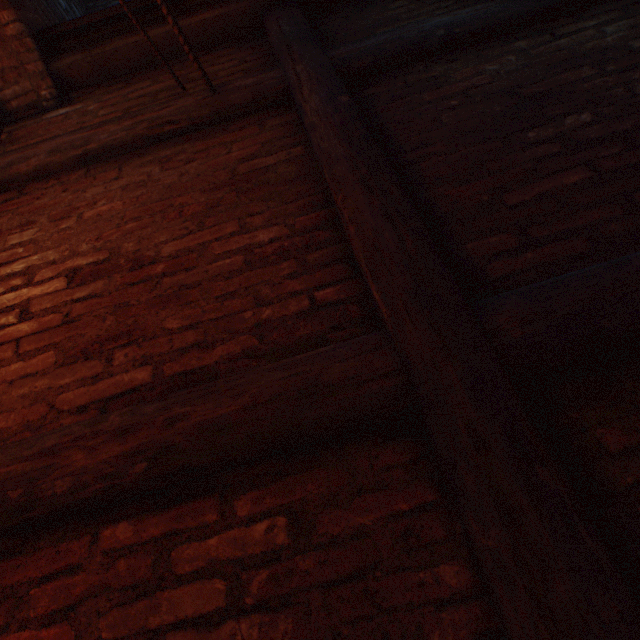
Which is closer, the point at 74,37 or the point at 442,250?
the point at 442,250
